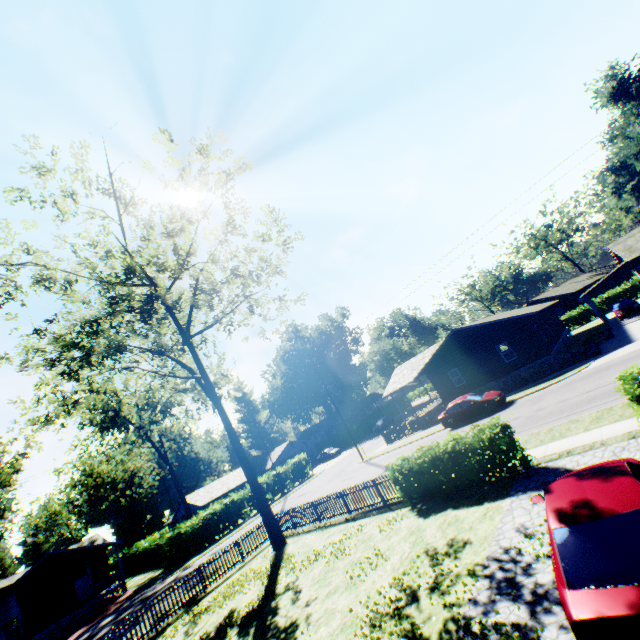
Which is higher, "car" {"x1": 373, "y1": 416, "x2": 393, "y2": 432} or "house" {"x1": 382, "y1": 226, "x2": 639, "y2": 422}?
"house" {"x1": 382, "y1": 226, "x2": 639, "y2": 422}

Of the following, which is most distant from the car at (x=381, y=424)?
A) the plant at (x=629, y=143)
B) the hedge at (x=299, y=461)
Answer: the plant at (x=629, y=143)

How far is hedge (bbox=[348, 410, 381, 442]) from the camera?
A: 54.2m

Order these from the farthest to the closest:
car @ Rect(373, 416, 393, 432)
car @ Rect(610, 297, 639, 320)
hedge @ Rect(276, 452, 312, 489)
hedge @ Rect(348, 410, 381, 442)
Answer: hedge @ Rect(348, 410, 381, 442) < car @ Rect(373, 416, 393, 432) < hedge @ Rect(276, 452, 312, 489) < car @ Rect(610, 297, 639, 320)

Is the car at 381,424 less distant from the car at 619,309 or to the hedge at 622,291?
the hedge at 622,291

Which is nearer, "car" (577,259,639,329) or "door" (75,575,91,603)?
"car" (577,259,639,329)

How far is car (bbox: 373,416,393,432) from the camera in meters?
50.9 m

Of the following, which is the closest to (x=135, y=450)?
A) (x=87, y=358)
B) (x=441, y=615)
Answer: (x=87, y=358)
